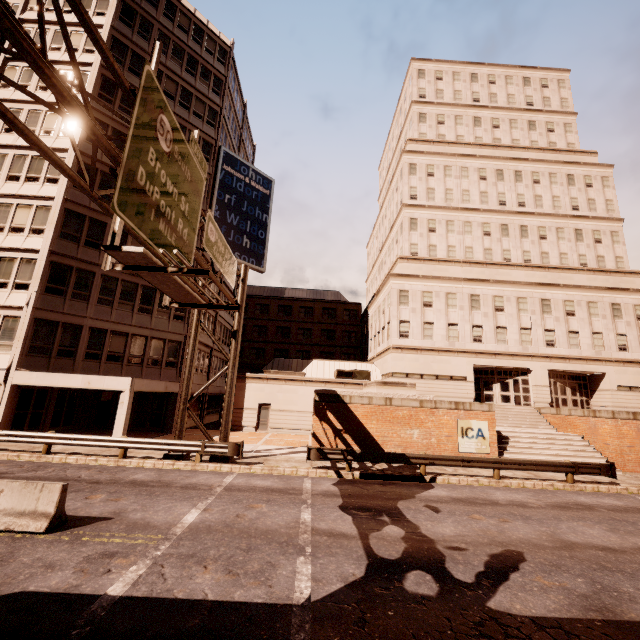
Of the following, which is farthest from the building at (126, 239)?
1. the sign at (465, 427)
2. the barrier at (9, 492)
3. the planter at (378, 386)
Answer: the sign at (465, 427)

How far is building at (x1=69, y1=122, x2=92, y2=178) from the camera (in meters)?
22.12

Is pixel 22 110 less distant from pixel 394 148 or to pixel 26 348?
pixel 26 348

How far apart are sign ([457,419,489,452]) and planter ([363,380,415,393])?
2.55m

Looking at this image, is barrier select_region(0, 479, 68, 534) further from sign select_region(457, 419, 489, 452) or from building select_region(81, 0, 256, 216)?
sign select_region(457, 419, 489, 452)

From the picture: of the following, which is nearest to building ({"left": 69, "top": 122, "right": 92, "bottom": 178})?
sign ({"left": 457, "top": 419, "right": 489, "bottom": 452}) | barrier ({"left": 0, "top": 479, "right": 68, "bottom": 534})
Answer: barrier ({"left": 0, "top": 479, "right": 68, "bottom": 534})

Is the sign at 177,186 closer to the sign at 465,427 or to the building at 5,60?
the building at 5,60

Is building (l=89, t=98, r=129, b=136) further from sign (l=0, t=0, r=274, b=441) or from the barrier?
the barrier
